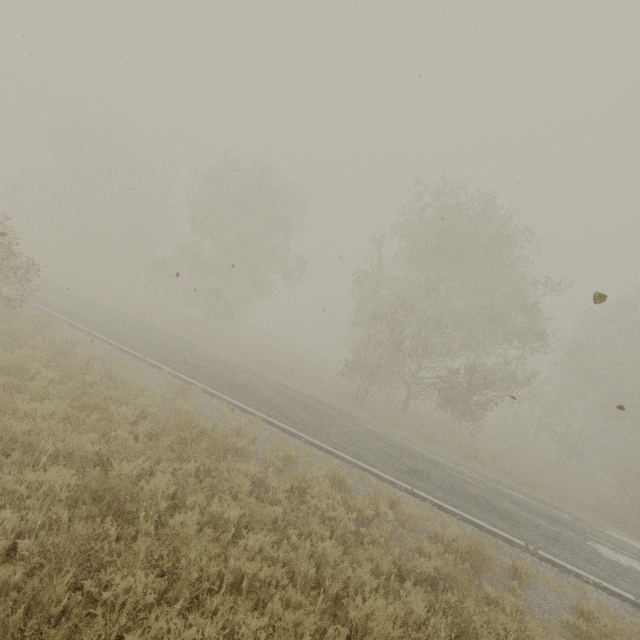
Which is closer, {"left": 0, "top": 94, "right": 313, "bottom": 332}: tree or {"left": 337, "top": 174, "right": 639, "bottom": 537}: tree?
{"left": 337, "top": 174, "right": 639, "bottom": 537}: tree

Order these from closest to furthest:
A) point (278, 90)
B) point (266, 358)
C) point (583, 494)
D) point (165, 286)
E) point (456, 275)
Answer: point (278, 90) → point (583, 494) → point (266, 358) → point (456, 275) → point (165, 286)

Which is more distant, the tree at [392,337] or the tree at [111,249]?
the tree at [111,249]
